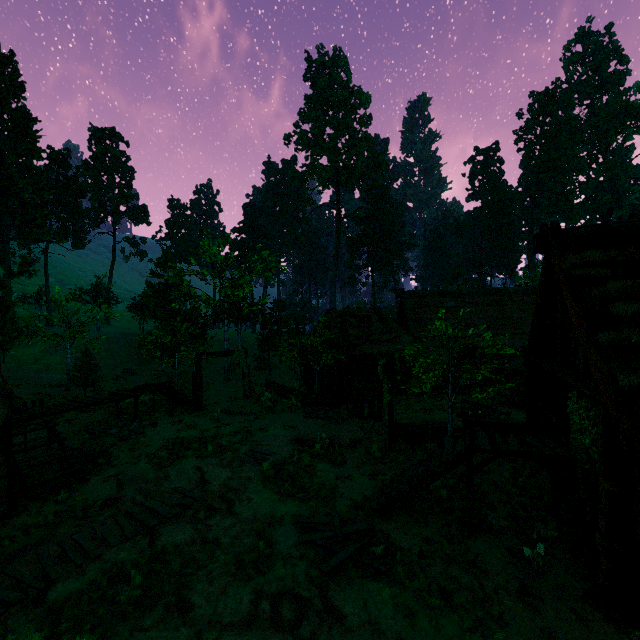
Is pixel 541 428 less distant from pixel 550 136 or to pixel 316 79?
pixel 550 136

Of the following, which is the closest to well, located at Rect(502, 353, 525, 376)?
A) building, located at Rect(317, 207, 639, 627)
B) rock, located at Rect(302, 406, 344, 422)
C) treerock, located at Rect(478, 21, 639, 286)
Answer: building, located at Rect(317, 207, 639, 627)

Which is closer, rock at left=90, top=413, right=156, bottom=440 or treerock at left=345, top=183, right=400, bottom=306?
rock at left=90, top=413, right=156, bottom=440

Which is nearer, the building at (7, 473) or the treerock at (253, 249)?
the building at (7, 473)

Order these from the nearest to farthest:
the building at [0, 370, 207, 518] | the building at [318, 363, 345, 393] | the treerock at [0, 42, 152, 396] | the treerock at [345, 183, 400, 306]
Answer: the building at [0, 370, 207, 518] → the building at [318, 363, 345, 393] → the treerock at [0, 42, 152, 396] → the treerock at [345, 183, 400, 306]

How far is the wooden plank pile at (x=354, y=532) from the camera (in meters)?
7.07

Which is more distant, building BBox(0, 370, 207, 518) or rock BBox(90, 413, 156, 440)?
rock BBox(90, 413, 156, 440)

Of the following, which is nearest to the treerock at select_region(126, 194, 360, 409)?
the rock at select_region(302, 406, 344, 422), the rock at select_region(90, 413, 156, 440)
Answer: the rock at select_region(302, 406, 344, 422)
